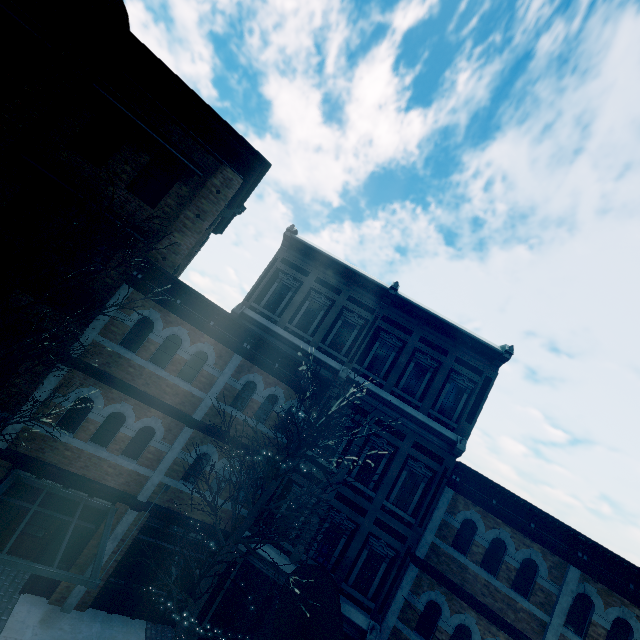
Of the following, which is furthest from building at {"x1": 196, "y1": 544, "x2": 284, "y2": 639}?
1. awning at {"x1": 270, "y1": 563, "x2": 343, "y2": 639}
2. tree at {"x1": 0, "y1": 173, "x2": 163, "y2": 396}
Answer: tree at {"x1": 0, "y1": 173, "x2": 163, "y2": 396}

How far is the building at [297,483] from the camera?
11.6 meters

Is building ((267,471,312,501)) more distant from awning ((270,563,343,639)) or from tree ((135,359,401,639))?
tree ((135,359,401,639))

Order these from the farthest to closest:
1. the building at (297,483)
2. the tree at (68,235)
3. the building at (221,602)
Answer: the building at (297,483) → the building at (221,602) → the tree at (68,235)

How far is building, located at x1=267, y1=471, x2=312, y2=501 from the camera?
11.6m

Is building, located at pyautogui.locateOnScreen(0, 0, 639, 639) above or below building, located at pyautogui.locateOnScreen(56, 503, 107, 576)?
above

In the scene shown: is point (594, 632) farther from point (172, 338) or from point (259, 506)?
point (172, 338)
